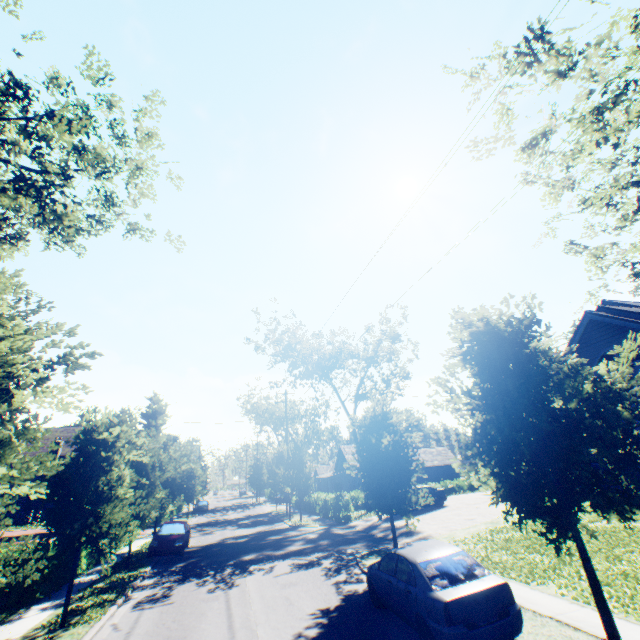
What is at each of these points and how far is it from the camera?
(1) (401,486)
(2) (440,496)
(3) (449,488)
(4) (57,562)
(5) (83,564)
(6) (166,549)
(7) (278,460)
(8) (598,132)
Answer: (1) tree, 12.19m
(2) car, 24.41m
(3) hedge, 36.78m
(4) hedge, 12.80m
(5) hedge, 15.59m
(6) car, 17.94m
(7) tree, 35.25m
(8) tree, 7.95m

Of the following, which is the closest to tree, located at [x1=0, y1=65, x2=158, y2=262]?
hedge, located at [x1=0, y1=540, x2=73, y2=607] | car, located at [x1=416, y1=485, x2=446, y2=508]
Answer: hedge, located at [x1=0, y1=540, x2=73, y2=607]

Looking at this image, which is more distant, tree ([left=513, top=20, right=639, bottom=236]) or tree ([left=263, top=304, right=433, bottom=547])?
tree ([left=263, top=304, right=433, bottom=547])

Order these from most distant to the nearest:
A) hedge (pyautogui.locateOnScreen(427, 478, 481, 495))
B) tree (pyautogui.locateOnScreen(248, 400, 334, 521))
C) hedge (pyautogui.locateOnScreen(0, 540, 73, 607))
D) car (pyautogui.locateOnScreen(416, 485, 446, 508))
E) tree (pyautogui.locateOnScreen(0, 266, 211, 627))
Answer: hedge (pyautogui.locateOnScreen(427, 478, 481, 495)) → tree (pyautogui.locateOnScreen(248, 400, 334, 521)) → car (pyautogui.locateOnScreen(416, 485, 446, 508)) → hedge (pyautogui.locateOnScreen(0, 540, 73, 607)) → tree (pyautogui.locateOnScreen(0, 266, 211, 627))

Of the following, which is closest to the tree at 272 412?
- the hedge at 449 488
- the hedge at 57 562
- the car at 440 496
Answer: the hedge at 57 562

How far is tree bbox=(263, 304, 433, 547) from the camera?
12.5 meters

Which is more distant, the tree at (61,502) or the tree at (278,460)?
the tree at (278,460)

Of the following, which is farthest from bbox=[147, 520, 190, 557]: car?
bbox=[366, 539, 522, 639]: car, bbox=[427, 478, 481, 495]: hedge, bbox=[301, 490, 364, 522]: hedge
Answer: bbox=[427, 478, 481, 495]: hedge
